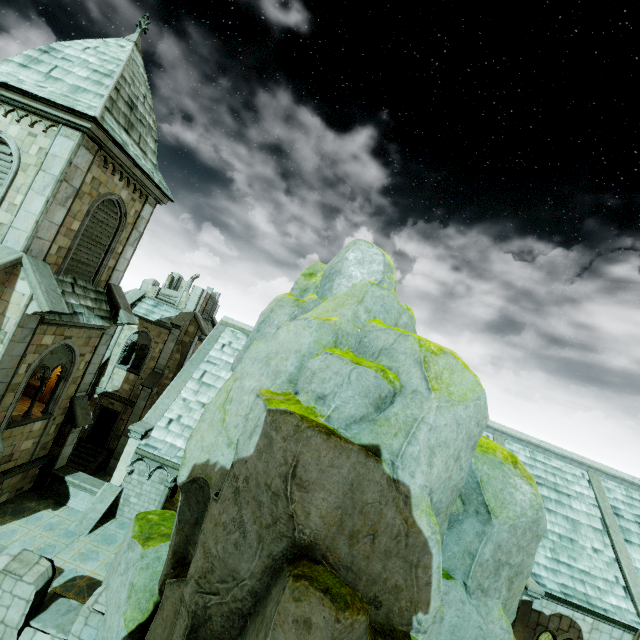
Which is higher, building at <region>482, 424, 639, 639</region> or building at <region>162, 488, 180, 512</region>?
building at <region>482, 424, 639, 639</region>

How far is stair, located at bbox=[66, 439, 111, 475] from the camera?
21.4 meters

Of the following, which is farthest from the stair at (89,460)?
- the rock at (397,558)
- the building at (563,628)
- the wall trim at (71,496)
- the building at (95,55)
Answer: the rock at (397,558)

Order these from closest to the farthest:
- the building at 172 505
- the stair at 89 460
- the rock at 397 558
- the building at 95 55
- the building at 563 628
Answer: the rock at 397 558
the building at 95 55
the building at 563 628
the building at 172 505
the stair at 89 460

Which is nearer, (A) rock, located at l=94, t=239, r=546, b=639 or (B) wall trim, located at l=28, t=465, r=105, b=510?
(A) rock, located at l=94, t=239, r=546, b=639

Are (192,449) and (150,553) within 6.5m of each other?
yes

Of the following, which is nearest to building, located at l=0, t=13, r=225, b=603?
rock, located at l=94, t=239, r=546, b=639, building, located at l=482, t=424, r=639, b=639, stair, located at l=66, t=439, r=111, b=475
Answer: stair, located at l=66, t=439, r=111, b=475

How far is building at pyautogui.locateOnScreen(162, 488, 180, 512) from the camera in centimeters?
1642cm
